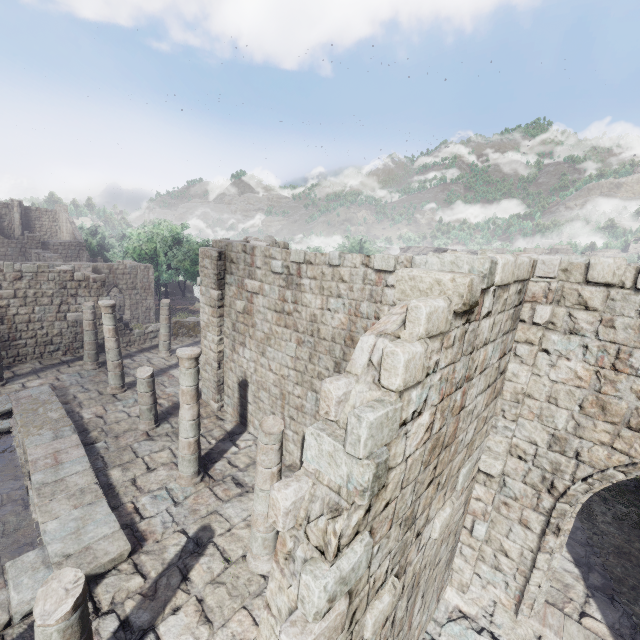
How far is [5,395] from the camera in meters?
13.0 m
